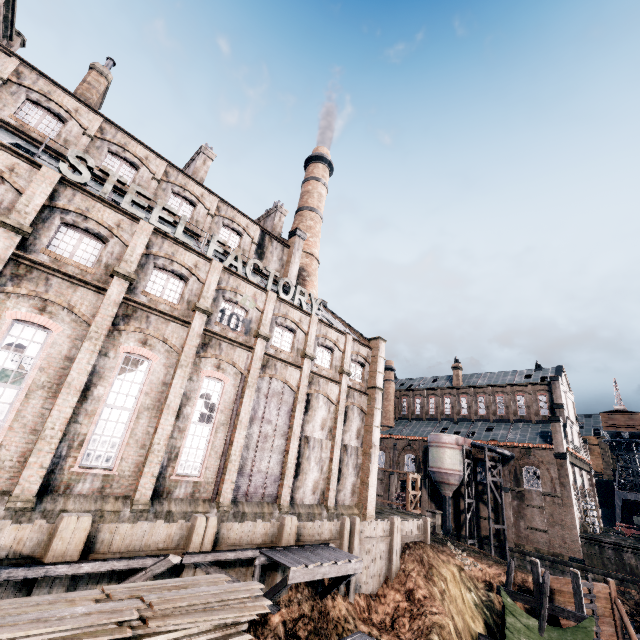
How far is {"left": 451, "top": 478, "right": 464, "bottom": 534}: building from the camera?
45.4 meters

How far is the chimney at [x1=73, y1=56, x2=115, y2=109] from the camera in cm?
2417

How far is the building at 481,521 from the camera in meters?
43.9 m

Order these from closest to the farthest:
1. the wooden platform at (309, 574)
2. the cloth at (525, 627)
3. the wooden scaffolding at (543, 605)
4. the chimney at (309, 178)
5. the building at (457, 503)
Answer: the wooden platform at (309, 574) → the cloth at (525, 627) → the wooden scaffolding at (543, 605) → the chimney at (309, 178) → the building at (457, 503)

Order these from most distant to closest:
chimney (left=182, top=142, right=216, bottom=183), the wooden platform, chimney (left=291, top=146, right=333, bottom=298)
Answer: chimney (left=291, top=146, right=333, bottom=298), chimney (left=182, top=142, right=216, bottom=183), the wooden platform

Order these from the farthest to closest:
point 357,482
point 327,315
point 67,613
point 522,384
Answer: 1. point 522,384
2. point 327,315
3. point 357,482
4. point 67,613

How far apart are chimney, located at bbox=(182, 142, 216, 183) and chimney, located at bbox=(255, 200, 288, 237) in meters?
7.5 m

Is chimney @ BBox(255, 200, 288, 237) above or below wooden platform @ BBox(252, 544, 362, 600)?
above
